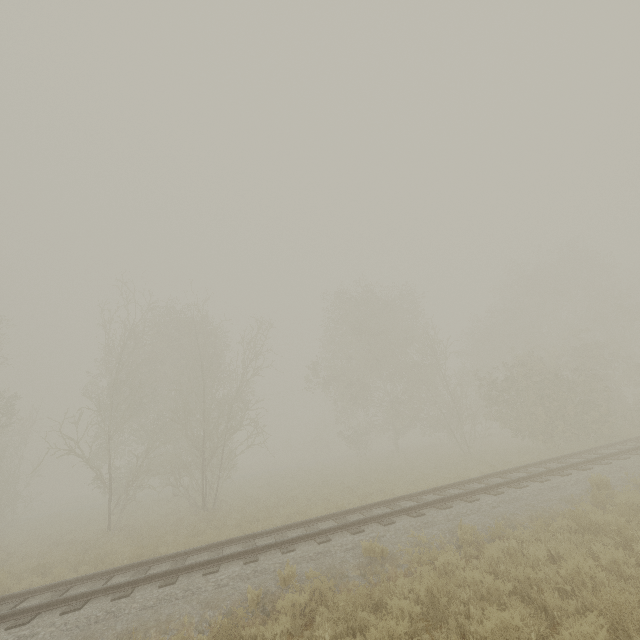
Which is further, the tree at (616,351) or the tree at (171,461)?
the tree at (616,351)

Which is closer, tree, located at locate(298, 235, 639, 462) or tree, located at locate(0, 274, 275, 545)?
tree, located at locate(0, 274, 275, 545)

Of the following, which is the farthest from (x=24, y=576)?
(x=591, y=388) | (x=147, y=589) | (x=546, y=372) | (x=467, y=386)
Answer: (x=591, y=388)
